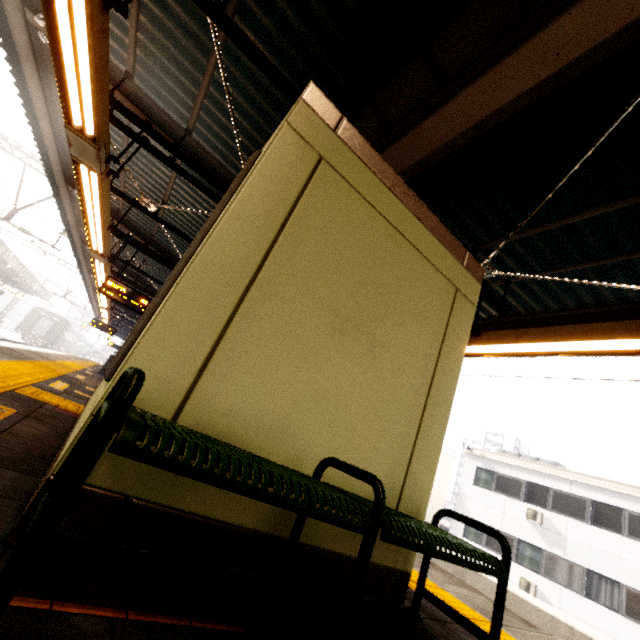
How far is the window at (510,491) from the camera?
18.2 meters

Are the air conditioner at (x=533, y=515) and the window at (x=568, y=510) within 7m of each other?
yes

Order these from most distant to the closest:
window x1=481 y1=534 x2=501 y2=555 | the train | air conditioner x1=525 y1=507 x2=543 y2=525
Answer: the train → window x1=481 y1=534 x2=501 y2=555 → air conditioner x1=525 y1=507 x2=543 y2=525

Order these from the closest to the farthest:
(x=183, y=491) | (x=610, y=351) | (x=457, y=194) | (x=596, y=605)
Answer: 1. (x=183, y=491)
2. (x=610, y=351)
3. (x=457, y=194)
4. (x=596, y=605)

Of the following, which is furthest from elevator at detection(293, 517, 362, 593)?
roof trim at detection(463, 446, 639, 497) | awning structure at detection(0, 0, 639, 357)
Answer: roof trim at detection(463, 446, 639, 497)

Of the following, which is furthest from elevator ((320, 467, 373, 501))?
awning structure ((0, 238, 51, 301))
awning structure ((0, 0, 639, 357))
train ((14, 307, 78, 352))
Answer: train ((14, 307, 78, 352))

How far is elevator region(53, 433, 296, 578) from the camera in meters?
1.4

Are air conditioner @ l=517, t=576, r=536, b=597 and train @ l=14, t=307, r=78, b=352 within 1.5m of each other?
no
